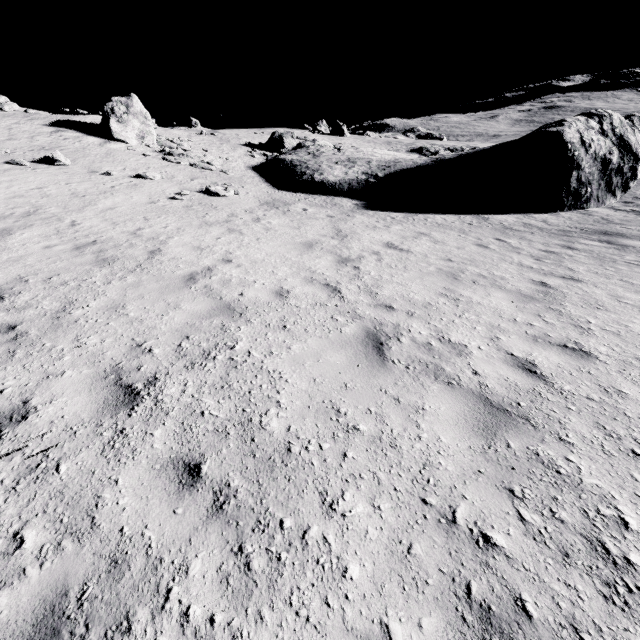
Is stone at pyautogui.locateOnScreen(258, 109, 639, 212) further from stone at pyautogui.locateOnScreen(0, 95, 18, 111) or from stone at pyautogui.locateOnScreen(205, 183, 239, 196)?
stone at pyautogui.locateOnScreen(0, 95, 18, 111)

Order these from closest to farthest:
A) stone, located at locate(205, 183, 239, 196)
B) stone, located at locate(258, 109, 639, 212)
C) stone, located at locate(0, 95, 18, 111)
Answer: stone, located at locate(205, 183, 239, 196) → stone, located at locate(258, 109, 639, 212) → stone, located at locate(0, 95, 18, 111)

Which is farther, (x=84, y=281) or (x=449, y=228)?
(x=449, y=228)

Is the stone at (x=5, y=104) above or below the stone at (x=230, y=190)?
above

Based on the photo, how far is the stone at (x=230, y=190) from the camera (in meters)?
16.17

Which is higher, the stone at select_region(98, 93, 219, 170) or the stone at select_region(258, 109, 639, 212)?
the stone at select_region(98, 93, 219, 170)

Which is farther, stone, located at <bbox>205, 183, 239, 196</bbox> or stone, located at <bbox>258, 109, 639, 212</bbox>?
stone, located at <bbox>258, 109, 639, 212</bbox>

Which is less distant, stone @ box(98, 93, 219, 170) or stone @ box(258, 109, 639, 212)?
stone @ box(258, 109, 639, 212)
